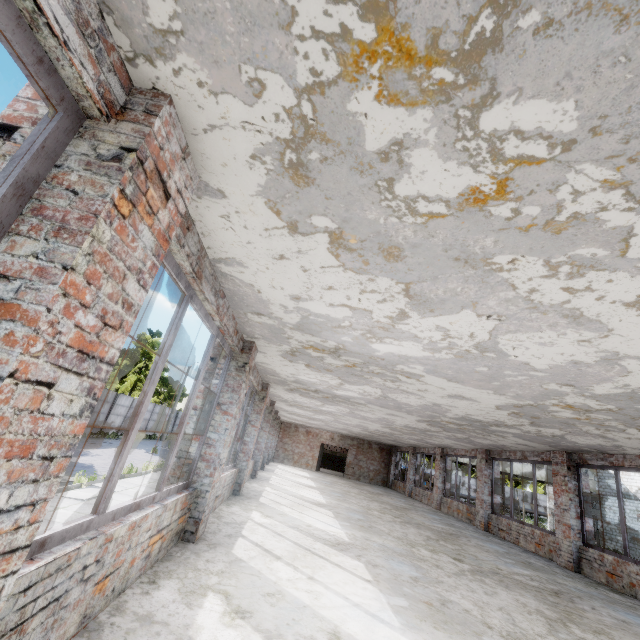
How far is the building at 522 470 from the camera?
29.2 meters

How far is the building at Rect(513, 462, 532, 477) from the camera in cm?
2917

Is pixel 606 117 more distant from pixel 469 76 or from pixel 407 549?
pixel 407 549
